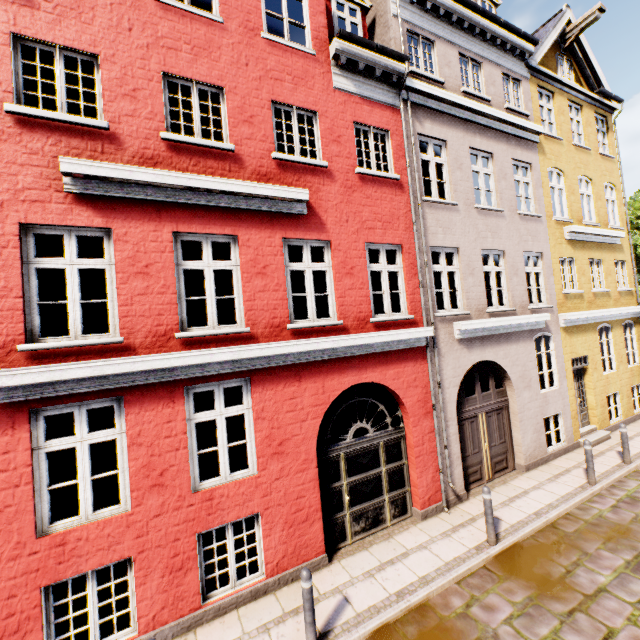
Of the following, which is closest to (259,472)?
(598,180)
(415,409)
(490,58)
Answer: (415,409)
